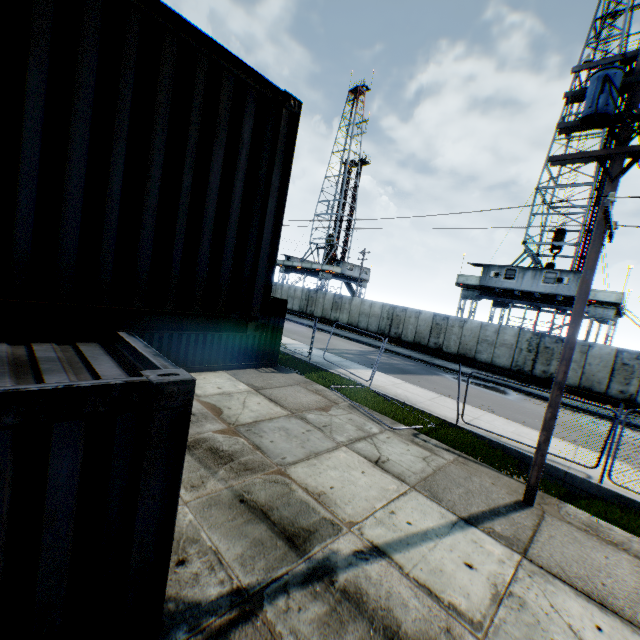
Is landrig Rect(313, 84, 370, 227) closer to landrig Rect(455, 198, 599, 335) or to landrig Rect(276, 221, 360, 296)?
landrig Rect(276, 221, 360, 296)

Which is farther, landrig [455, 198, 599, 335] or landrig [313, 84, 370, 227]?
landrig [313, 84, 370, 227]

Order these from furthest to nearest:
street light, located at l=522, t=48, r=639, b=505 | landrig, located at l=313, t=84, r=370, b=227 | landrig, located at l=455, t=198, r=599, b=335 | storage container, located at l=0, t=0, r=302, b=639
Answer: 1. landrig, located at l=313, t=84, r=370, b=227
2. landrig, located at l=455, t=198, r=599, b=335
3. street light, located at l=522, t=48, r=639, b=505
4. storage container, located at l=0, t=0, r=302, b=639

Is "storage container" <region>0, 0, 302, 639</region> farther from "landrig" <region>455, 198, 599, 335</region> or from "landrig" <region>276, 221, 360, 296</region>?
"landrig" <region>276, 221, 360, 296</region>

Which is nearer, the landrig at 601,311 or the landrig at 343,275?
the landrig at 601,311

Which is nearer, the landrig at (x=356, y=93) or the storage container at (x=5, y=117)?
the storage container at (x=5, y=117)

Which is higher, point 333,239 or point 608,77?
point 333,239

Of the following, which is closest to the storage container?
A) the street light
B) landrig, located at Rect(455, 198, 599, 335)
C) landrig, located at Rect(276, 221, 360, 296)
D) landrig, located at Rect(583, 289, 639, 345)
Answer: the street light
